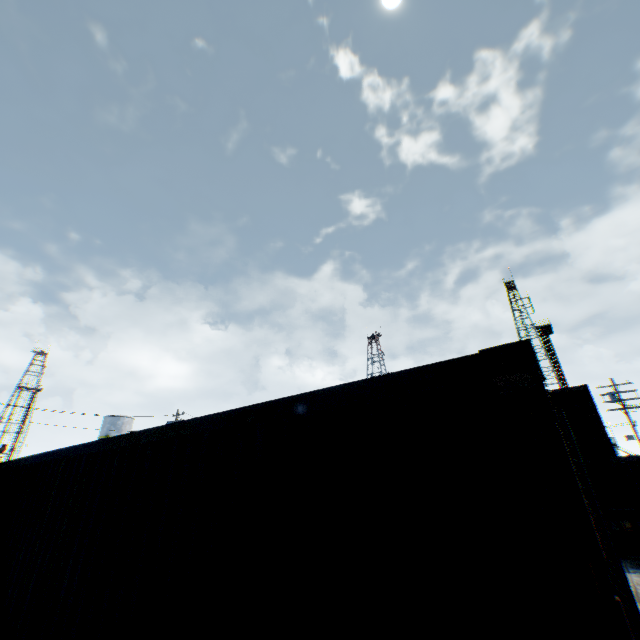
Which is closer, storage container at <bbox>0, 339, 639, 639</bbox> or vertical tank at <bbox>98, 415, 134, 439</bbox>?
storage container at <bbox>0, 339, 639, 639</bbox>

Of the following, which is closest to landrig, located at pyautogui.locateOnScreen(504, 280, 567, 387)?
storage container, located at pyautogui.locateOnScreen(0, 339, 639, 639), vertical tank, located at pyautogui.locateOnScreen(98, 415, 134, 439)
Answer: storage container, located at pyautogui.locateOnScreen(0, 339, 639, 639)

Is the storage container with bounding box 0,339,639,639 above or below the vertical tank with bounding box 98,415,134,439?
below

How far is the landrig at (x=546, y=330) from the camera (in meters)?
49.91

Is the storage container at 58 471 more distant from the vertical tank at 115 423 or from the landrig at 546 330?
the landrig at 546 330

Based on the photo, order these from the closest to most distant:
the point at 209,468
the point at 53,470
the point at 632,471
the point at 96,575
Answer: the point at 209,468, the point at 96,575, the point at 53,470, the point at 632,471

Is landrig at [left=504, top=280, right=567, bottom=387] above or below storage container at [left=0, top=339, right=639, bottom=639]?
above

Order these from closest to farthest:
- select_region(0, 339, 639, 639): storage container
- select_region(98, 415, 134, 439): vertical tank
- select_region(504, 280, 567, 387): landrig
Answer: select_region(0, 339, 639, 639): storage container < select_region(98, 415, 134, 439): vertical tank < select_region(504, 280, 567, 387): landrig
